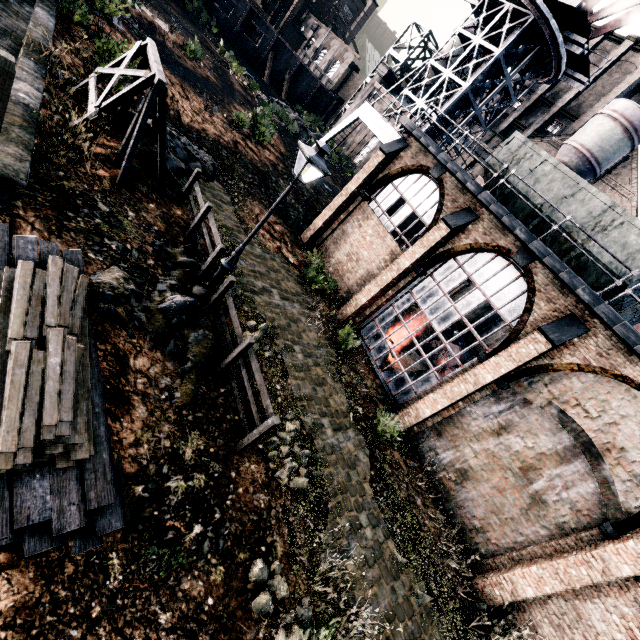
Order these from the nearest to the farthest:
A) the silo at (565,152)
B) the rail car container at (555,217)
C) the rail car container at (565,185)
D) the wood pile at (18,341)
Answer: the wood pile at (18,341)
the rail car container at (565,185)
the rail car container at (555,217)
the silo at (565,152)

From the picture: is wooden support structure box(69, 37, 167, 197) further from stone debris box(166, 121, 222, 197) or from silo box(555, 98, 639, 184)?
silo box(555, 98, 639, 184)

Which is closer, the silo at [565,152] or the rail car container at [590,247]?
the rail car container at [590,247]

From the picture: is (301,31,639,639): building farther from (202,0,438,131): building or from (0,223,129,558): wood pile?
(0,223,129,558): wood pile

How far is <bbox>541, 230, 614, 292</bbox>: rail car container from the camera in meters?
11.8

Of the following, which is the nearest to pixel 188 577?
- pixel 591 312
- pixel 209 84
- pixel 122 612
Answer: pixel 122 612

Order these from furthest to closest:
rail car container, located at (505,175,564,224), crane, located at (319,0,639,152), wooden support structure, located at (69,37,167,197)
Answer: crane, located at (319,0,639,152) < rail car container, located at (505,175,564,224) < wooden support structure, located at (69,37,167,197)
